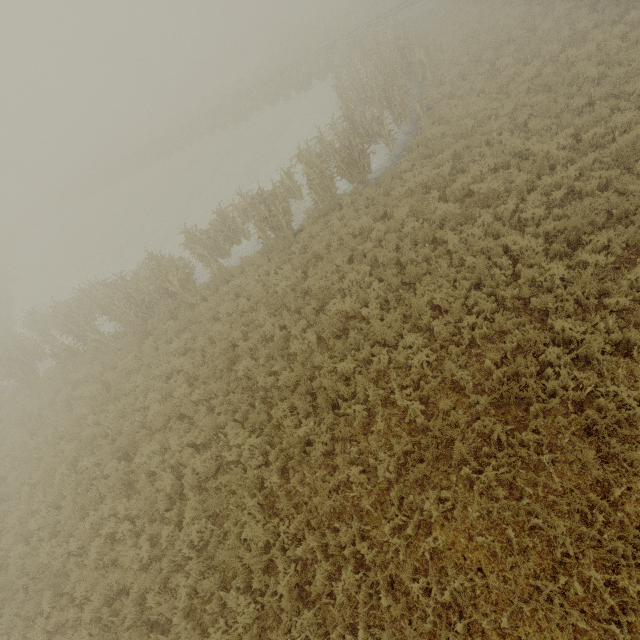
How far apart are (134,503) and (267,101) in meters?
30.8
